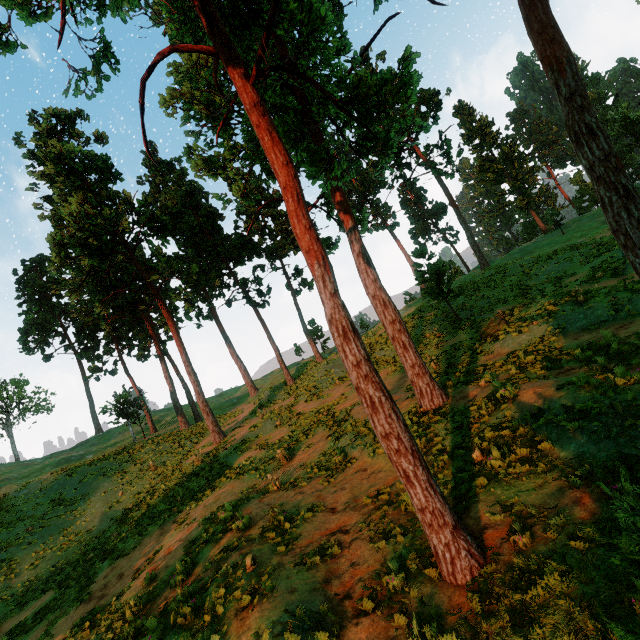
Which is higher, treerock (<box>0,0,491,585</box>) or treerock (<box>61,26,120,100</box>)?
treerock (<box>61,26,120,100</box>)

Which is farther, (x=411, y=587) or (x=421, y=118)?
(x=421, y=118)

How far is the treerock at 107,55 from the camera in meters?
6.4

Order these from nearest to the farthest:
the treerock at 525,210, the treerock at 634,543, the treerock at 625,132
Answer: the treerock at 634,543 < the treerock at 625,132 < the treerock at 525,210

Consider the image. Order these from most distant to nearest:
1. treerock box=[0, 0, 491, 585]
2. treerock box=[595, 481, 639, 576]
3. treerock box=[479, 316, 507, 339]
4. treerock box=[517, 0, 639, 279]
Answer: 1. treerock box=[479, 316, 507, 339]
2. treerock box=[517, 0, 639, 279]
3. treerock box=[0, 0, 491, 585]
4. treerock box=[595, 481, 639, 576]

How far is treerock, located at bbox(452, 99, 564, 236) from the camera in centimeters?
4619cm
